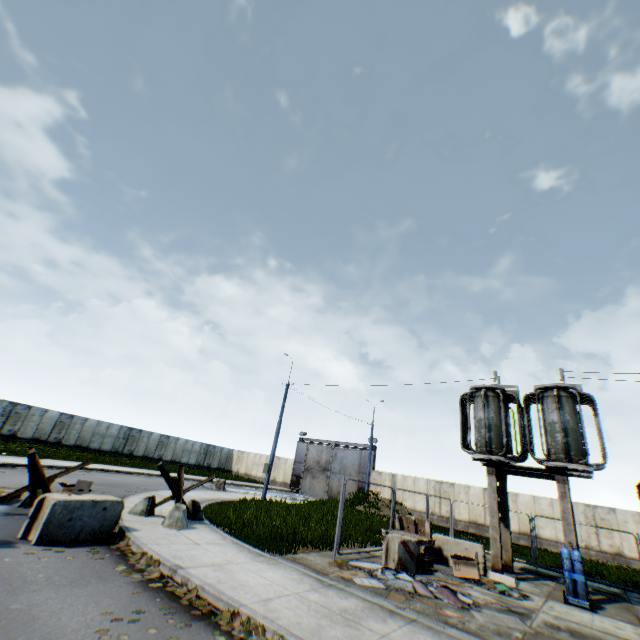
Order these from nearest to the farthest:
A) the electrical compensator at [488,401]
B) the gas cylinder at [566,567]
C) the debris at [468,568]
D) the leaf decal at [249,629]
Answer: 1. the leaf decal at [249,629]
2. the gas cylinder at [566,567]
3. the debris at [468,568]
4. the electrical compensator at [488,401]

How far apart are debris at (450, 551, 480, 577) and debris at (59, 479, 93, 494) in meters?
12.2 m

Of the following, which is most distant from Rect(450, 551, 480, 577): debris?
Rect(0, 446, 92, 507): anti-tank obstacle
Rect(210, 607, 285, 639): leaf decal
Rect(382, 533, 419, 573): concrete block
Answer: Rect(0, 446, 92, 507): anti-tank obstacle

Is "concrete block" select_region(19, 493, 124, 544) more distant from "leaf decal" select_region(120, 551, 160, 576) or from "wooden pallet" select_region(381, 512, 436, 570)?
"wooden pallet" select_region(381, 512, 436, 570)

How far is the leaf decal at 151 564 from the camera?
6.2m

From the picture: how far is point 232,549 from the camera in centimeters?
831cm

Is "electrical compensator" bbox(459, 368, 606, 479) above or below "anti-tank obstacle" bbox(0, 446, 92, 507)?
above

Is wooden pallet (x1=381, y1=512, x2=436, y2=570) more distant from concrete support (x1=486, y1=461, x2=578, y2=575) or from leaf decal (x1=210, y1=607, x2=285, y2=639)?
leaf decal (x1=210, y1=607, x2=285, y2=639)
